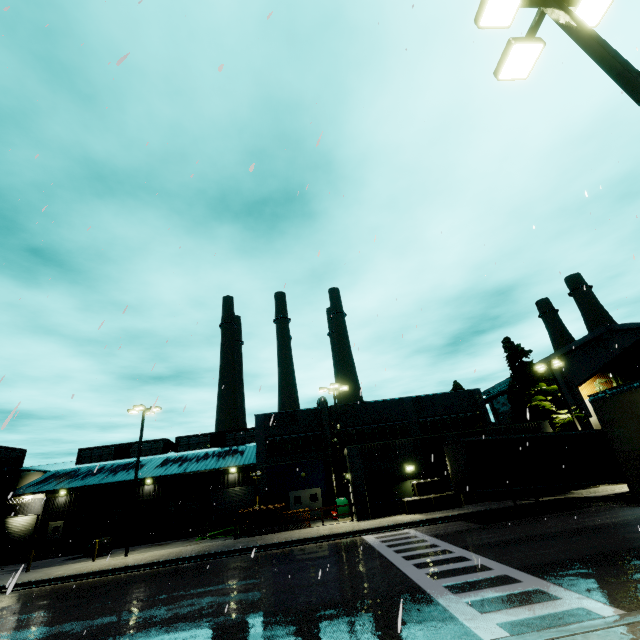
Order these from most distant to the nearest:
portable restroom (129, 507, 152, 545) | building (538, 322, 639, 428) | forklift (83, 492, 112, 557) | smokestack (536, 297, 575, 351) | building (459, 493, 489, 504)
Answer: smokestack (536, 297, 575, 351), portable restroom (129, 507, 152, 545), building (538, 322, 639, 428), forklift (83, 492, 112, 557), building (459, 493, 489, 504)

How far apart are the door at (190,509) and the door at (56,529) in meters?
12.7

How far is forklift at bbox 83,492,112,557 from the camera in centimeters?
2505cm

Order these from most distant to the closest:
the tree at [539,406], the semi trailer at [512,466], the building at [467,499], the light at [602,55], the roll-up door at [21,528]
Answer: the roll-up door at [21,528]
the tree at [539,406]
the building at [467,499]
the semi trailer at [512,466]
the light at [602,55]

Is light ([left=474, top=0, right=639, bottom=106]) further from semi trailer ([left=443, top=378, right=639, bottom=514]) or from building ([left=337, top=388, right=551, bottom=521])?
building ([left=337, top=388, right=551, bottom=521])

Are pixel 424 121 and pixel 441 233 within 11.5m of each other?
yes

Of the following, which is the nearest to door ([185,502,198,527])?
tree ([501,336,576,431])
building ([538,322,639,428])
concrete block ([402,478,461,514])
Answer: building ([538,322,639,428])

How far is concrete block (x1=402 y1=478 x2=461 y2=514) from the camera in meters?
22.4
